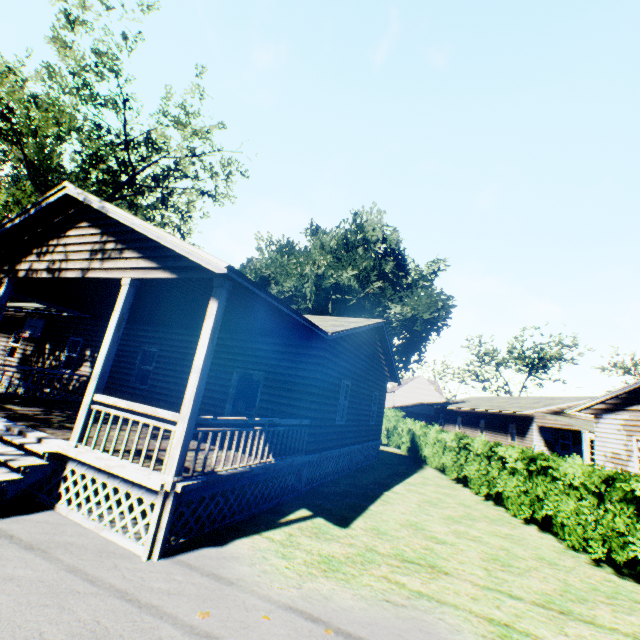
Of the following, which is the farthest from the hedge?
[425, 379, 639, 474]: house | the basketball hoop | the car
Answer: the basketball hoop

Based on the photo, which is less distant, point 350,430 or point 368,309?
point 350,430

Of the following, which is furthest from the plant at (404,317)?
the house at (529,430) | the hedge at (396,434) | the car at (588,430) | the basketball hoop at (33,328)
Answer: the hedge at (396,434)

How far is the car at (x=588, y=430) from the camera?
20.5m

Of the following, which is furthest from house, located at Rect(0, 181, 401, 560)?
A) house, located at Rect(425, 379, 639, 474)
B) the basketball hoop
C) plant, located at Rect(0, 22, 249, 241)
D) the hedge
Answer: house, located at Rect(425, 379, 639, 474)

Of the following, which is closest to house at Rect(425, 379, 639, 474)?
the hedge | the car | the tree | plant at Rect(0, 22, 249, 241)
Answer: the car

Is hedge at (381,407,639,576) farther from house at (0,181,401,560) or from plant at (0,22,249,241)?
plant at (0,22,249,241)

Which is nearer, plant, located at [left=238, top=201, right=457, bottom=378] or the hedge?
the hedge
